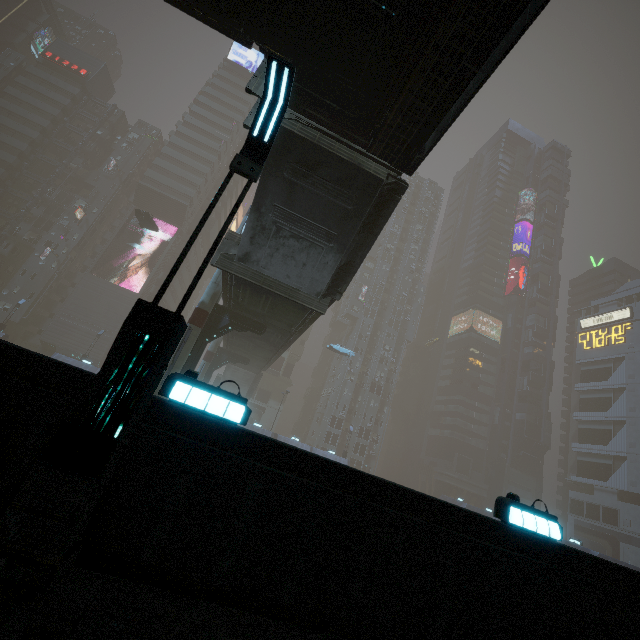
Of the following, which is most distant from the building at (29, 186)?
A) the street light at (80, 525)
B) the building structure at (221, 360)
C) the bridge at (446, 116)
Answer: the building structure at (221, 360)

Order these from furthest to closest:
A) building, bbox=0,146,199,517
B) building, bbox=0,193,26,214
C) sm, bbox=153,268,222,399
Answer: building, bbox=0,193,26,214, sm, bbox=153,268,222,399, building, bbox=0,146,199,517

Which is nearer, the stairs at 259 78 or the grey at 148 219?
the stairs at 259 78

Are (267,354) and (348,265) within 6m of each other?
no

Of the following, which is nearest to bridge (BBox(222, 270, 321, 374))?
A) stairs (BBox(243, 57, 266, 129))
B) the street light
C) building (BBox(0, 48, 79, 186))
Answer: stairs (BBox(243, 57, 266, 129))

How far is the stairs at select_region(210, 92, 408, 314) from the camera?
11.2 meters

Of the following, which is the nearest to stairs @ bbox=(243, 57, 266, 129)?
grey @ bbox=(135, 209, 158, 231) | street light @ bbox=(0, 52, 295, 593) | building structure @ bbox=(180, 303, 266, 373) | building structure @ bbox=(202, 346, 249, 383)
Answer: street light @ bbox=(0, 52, 295, 593)

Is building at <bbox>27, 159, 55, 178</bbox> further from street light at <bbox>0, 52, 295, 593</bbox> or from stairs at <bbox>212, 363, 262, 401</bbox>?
stairs at <bbox>212, 363, 262, 401</bbox>
